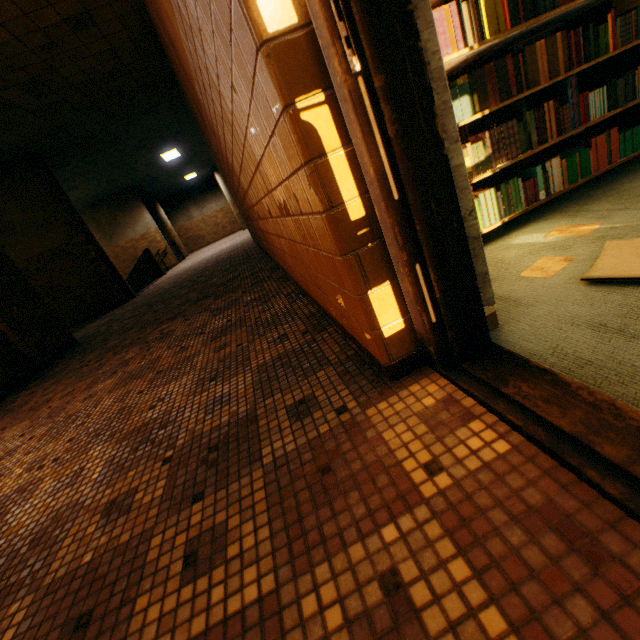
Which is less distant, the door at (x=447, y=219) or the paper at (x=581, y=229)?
the door at (x=447, y=219)

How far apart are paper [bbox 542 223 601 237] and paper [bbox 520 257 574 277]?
0.3m

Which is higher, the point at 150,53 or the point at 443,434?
the point at 150,53

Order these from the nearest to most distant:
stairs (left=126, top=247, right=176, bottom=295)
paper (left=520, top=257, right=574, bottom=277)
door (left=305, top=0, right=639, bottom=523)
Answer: door (left=305, top=0, right=639, bottom=523) < paper (left=520, top=257, right=574, bottom=277) < stairs (left=126, top=247, right=176, bottom=295)

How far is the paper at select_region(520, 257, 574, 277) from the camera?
1.5m

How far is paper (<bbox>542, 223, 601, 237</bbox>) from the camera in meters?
1.7

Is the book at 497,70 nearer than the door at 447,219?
No

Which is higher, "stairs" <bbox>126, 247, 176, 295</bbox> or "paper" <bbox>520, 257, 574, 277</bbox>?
"stairs" <bbox>126, 247, 176, 295</bbox>
